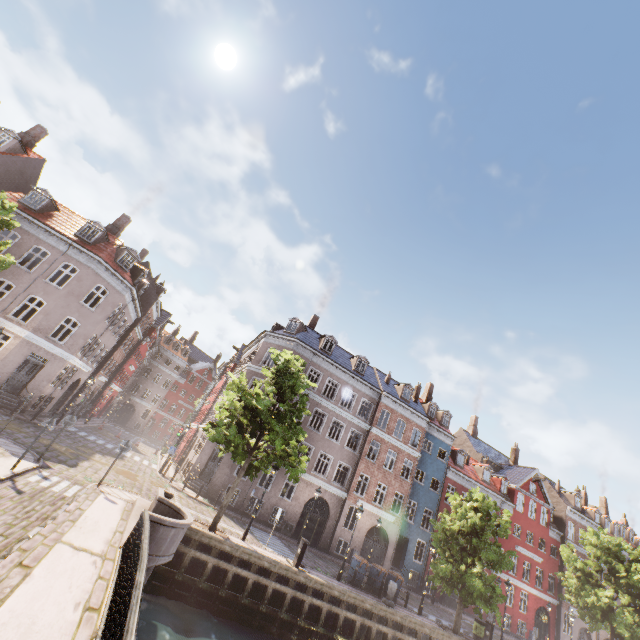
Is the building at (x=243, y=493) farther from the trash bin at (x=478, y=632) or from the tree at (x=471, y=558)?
the trash bin at (x=478, y=632)

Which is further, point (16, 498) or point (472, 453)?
point (472, 453)

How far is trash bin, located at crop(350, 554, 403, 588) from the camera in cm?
1897

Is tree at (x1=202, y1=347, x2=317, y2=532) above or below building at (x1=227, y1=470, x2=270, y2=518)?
above

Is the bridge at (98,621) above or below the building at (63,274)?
below

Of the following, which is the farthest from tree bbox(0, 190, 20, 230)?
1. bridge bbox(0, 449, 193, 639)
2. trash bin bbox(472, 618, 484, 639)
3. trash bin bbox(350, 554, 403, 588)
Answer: trash bin bbox(350, 554, 403, 588)

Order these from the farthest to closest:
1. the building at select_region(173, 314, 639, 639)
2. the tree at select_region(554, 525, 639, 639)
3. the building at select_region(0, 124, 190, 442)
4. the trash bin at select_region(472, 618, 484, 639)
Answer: the building at select_region(173, 314, 639, 639) < the tree at select_region(554, 525, 639, 639) < the building at select_region(0, 124, 190, 442) < the trash bin at select_region(472, 618, 484, 639)

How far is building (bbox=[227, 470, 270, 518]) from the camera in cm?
2355
